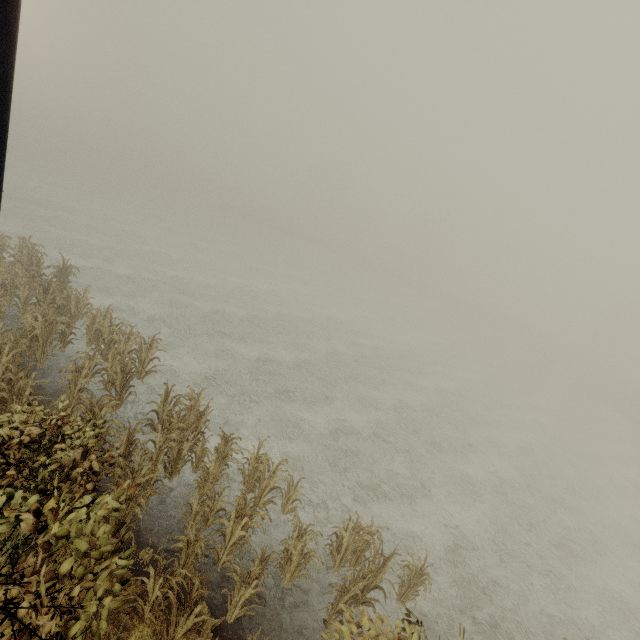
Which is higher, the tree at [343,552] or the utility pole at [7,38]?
the utility pole at [7,38]

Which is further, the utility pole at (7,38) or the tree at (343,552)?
the tree at (343,552)

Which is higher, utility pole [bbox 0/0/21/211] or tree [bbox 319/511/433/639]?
utility pole [bbox 0/0/21/211]

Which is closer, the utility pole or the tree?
the utility pole

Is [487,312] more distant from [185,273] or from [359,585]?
[359,585]
